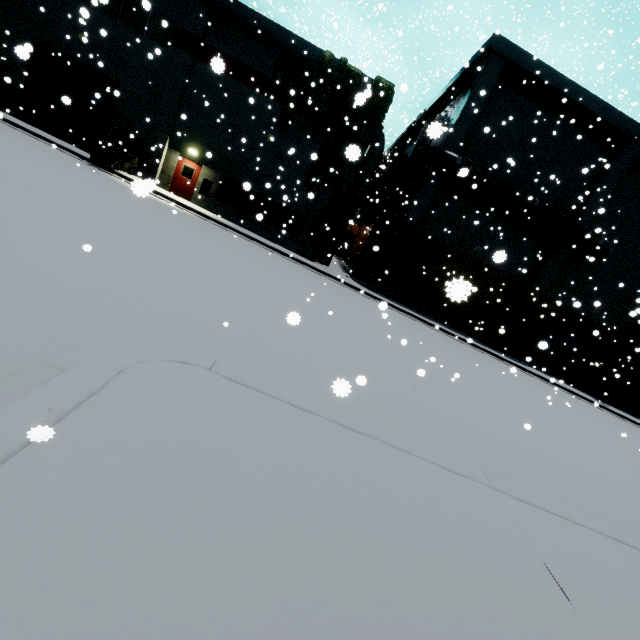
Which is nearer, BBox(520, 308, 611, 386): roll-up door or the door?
the door

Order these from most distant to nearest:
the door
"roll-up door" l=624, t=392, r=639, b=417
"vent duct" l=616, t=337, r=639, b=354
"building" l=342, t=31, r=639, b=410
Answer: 1. "roll-up door" l=624, t=392, r=639, b=417
2. "vent duct" l=616, t=337, r=639, b=354
3. the door
4. "building" l=342, t=31, r=639, b=410

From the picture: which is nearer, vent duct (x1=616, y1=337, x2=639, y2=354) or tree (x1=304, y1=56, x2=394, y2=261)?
tree (x1=304, y1=56, x2=394, y2=261)

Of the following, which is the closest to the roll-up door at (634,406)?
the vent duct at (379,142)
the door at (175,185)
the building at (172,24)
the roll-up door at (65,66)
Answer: the building at (172,24)

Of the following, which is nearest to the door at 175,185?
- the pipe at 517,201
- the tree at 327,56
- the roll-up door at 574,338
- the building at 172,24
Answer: the building at 172,24

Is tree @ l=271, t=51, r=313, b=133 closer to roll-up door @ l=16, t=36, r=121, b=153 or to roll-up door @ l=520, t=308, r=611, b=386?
roll-up door @ l=16, t=36, r=121, b=153

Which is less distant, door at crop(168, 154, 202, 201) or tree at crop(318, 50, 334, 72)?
tree at crop(318, 50, 334, 72)

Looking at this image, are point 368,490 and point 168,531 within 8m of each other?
yes
